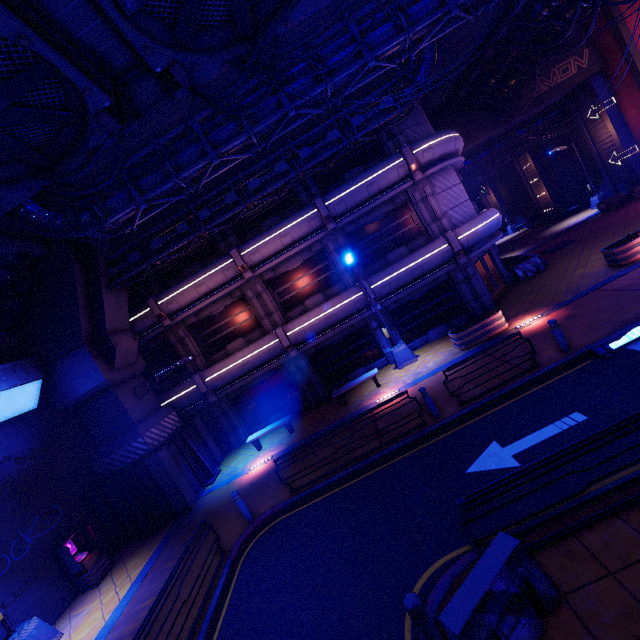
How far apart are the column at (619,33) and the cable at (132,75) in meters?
29.3

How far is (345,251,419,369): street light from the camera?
15.32m

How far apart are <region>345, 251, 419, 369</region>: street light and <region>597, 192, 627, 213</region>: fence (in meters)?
20.32

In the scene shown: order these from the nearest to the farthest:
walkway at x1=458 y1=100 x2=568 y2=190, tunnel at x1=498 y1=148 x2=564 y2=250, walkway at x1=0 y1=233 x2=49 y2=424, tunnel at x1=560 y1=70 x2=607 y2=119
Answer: walkway at x1=0 y1=233 x2=49 y2=424 < tunnel at x1=560 y1=70 x2=607 y2=119 < walkway at x1=458 y1=100 x2=568 y2=190 < tunnel at x1=498 y1=148 x2=564 y2=250

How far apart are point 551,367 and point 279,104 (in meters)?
10.83

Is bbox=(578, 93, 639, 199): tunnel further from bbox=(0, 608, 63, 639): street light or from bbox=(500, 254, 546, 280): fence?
bbox=(0, 608, 63, 639): street light

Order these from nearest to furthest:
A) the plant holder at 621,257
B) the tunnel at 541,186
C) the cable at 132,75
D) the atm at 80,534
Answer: the cable at 132,75, the atm at 80,534, the plant holder at 621,257, the tunnel at 541,186

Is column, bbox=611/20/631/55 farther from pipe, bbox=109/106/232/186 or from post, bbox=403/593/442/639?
post, bbox=403/593/442/639
